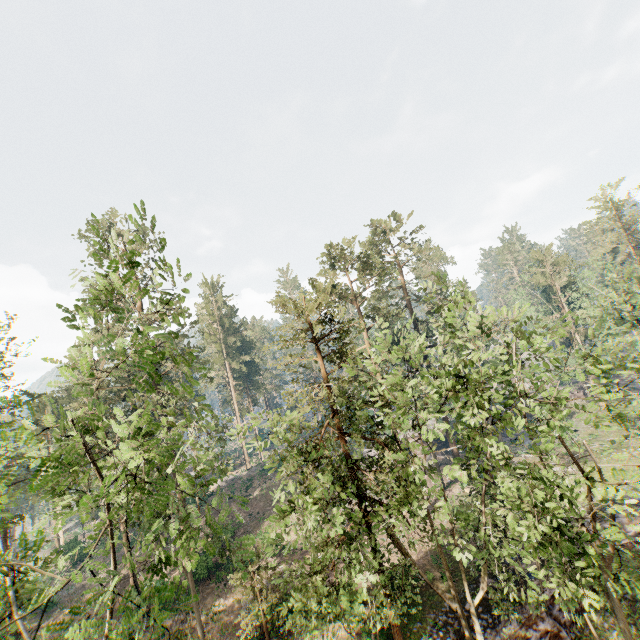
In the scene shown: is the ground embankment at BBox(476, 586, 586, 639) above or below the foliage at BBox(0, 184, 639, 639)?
below

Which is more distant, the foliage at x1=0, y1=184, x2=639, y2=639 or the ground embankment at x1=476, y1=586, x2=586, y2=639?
the ground embankment at x1=476, y1=586, x2=586, y2=639

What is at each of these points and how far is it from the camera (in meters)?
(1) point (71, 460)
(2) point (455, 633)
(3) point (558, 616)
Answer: (1) foliage, 4.65
(2) ground embankment, 17.97
(3) ground embankment, 18.36

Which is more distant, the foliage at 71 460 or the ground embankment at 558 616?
the ground embankment at 558 616
